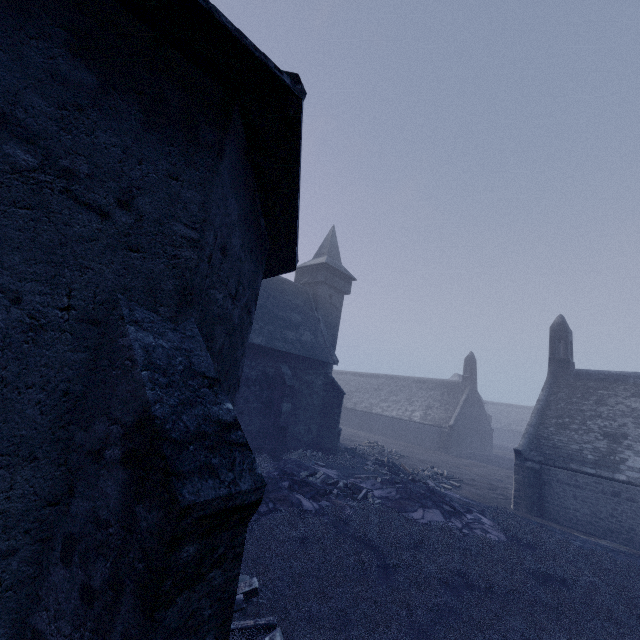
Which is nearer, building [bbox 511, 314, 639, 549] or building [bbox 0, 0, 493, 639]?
building [bbox 0, 0, 493, 639]

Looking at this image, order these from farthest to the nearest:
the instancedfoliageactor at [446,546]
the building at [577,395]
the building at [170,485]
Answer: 1. the building at [577,395]
2. the instancedfoliageactor at [446,546]
3. the building at [170,485]

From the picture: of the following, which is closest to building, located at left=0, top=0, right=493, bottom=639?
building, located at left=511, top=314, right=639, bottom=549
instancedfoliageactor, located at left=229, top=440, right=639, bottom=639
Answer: instancedfoliageactor, located at left=229, top=440, right=639, bottom=639

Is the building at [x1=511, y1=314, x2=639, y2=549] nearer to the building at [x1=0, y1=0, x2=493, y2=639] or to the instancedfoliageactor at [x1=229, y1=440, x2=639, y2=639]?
the instancedfoliageactor at [x1=229, y1=440, x2=639, y2=639]

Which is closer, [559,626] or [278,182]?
[278,182]

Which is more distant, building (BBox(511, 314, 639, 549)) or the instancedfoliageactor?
building (BBox(511, 314, 639, 549))

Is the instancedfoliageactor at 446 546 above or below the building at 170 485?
below
